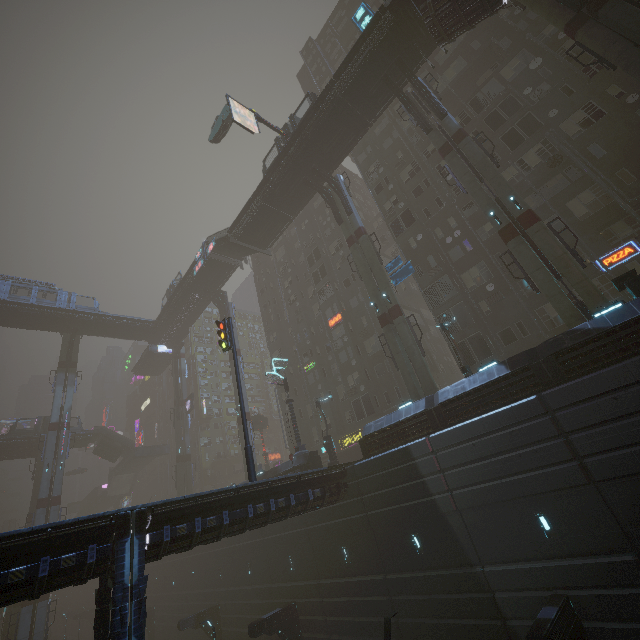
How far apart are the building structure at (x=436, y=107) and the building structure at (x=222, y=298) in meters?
34.4

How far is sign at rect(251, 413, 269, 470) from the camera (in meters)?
46.57

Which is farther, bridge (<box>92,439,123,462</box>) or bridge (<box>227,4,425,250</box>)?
bridge (<box>92,439,123,462</box>)

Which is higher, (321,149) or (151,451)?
(321,149)

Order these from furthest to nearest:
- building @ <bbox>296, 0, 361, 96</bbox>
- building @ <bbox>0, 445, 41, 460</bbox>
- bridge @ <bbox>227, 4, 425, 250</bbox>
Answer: building @ <bbox>296, 0, 361, 96</bbox>
building @ <bbox>0, 445, 41, 460</bbox>
bridge @ <bbox>227, 4, 425, 250</bbox>

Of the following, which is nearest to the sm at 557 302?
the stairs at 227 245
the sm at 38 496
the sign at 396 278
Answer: the sign at 396 278

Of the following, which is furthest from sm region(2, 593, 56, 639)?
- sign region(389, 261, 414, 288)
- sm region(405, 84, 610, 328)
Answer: sm region(405, 84, 610, 328)

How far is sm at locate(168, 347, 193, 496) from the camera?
48.3 meters
